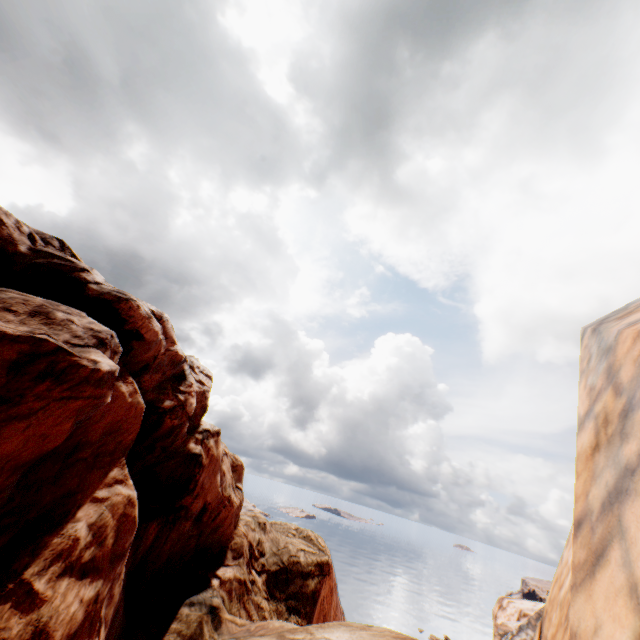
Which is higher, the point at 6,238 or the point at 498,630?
the point at 6,238

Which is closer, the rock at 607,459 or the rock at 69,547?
the rock at 607,459

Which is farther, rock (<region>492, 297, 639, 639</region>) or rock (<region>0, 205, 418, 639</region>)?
rock (<region>0, 205, 418, 639</region>)
